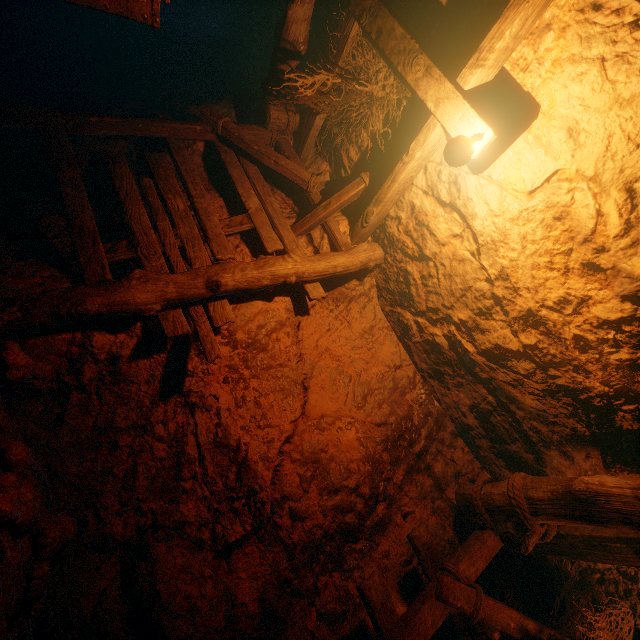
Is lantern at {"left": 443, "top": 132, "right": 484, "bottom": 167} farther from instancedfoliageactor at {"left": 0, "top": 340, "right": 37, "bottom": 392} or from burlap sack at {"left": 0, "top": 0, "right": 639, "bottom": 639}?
instancedfoliageactor at {"left": 0, "top": 340, "right": 37, "bottom": 392}

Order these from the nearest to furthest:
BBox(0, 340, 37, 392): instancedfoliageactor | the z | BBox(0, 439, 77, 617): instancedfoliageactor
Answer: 1. BBox(0, 439, 77, 617): instancedfoliageactor
2. BBox(0, 340, 37, 392): instancedfoliageactor
3. the z

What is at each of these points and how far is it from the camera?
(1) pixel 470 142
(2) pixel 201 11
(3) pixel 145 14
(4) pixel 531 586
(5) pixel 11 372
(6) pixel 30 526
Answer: (1) lantern, 2.6 meters
(2) z, 7.4 meters
(3) tracks, 2.3 meters
(4) burlap sack, 3.3 meters
(5) instancedfoliageactor, 2.5 meters
(6) instancedfoliageactor, 2.0 meters

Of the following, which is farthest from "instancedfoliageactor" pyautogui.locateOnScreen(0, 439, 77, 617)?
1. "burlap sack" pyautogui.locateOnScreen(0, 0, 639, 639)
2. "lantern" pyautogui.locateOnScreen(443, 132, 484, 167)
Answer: "lantern" pyautogui.locateOnScreen(443, 132, 484, 167)

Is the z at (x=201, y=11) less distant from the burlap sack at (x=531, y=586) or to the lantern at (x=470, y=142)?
the burlap sack at (x=531, y=586)

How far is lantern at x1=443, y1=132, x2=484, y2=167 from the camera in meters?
2.6

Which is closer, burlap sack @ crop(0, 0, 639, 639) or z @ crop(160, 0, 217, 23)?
burlap sack @ crop(0, 0, 639, 639)

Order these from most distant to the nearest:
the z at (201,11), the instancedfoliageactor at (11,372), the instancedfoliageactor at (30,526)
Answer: the z at (201,11)
the instancedfoliageactor at (11,372)
the instancedfoliageactor at (30,526)
